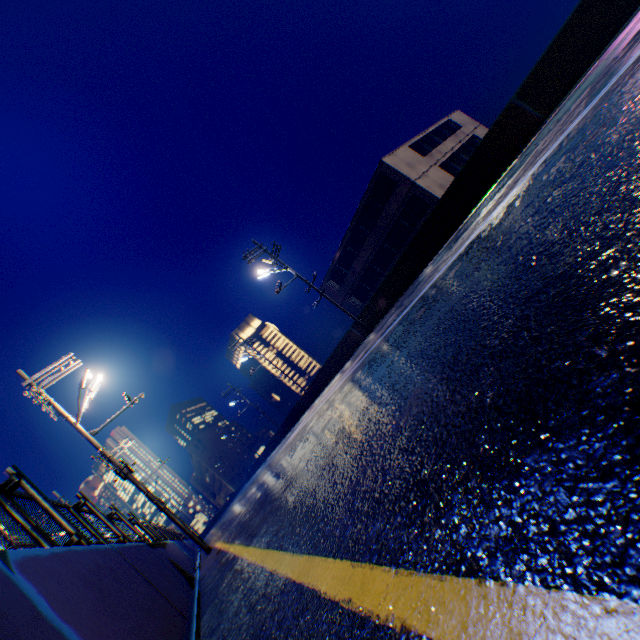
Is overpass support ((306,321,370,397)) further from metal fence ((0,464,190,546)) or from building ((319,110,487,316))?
building ((319,110,487,316))

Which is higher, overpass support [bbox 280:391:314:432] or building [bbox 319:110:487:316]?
building [bbox 319:110:487:316]

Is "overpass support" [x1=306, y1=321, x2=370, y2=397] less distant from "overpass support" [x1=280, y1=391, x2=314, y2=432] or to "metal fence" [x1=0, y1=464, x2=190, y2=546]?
"overpass support" [x1=280, y1=391, x2=314, y2=432]

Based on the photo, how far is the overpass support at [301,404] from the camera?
31.2m

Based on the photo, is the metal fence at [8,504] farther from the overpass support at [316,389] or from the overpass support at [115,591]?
the overpass support at [316,389]

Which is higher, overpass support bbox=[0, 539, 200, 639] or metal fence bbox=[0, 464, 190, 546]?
metal fence bbox=[0, 464, 190, 546]

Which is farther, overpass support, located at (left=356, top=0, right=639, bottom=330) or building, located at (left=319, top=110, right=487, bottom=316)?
building, located at (left=319, top=110, right=487, bottom=316)

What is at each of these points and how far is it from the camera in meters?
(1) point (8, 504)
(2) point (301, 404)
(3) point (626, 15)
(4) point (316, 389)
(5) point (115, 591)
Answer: (1) metal fence, 3.3
(2) overpass support, 32.8
(3) overpass support, 8.1
(4) overpass support, 29.1
(5) overpass support, 2.6
